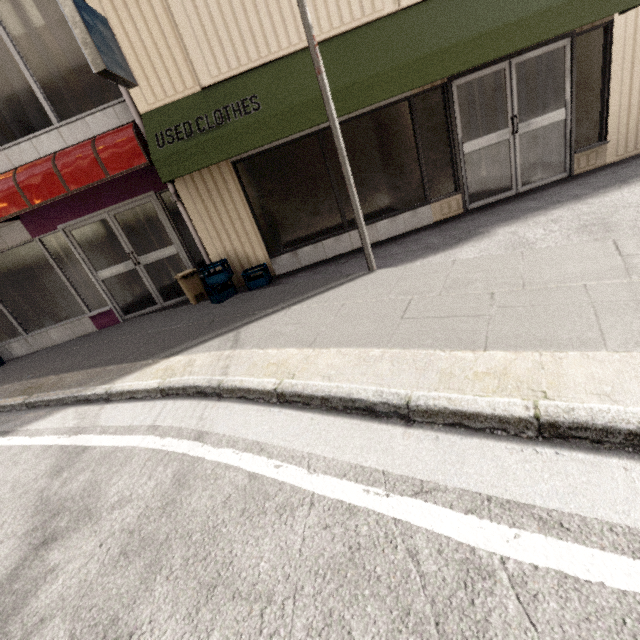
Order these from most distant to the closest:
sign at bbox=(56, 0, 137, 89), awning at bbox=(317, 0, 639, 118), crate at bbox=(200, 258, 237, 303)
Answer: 1. crate at bbox=(200, 258, 237, 303)
2. awning at bbox=(317, 0, 639, 118)
3. sign at bbox=(56, 0, 137, 89)

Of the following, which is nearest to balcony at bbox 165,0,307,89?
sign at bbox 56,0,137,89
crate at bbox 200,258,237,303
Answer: sign at bbox 56,0,137,89

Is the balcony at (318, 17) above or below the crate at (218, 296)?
above

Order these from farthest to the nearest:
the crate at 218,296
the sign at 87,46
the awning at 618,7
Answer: the crate at 218,296 < the awning at 618,7 < the sign at 87,46

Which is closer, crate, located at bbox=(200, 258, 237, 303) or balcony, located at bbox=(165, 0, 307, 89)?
balcony, located at bbox=(165, 0, 307, 89)

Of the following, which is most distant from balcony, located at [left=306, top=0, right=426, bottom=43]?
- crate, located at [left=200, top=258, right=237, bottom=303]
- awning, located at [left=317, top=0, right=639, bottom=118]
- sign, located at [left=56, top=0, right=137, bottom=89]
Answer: crate, located at [left=200, top=258, right=237, bottom=303]

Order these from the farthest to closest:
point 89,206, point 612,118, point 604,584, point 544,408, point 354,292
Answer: point 89,206 → point 612,118 → point 354,292 → point 544,408 → point 604,584

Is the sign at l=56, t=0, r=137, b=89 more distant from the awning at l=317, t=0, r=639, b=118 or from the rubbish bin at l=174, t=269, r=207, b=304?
the rubbish bin at l=174, t=269, r=207, b=304
